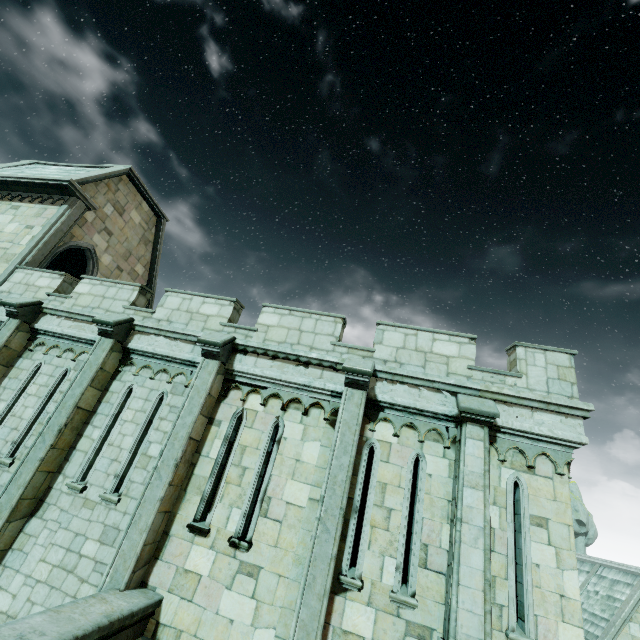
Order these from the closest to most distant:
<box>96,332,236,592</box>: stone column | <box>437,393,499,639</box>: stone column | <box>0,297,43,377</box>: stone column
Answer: <box>437,393,499,639</box>: stone column → <box>96,332,236,592</box>: stone column → <box>0,297,43,377</box>: stone column

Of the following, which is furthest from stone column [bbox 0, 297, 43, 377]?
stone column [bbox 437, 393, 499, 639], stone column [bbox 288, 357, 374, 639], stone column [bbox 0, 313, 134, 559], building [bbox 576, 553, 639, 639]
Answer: building [bbox 576, 553, 639, 639]

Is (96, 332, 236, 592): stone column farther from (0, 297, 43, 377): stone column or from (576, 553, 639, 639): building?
(576, 553, 639, 639): building

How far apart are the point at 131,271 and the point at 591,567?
35.8m

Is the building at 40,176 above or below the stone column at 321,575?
above

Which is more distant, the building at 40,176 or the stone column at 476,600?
Answer: the building at 40,176

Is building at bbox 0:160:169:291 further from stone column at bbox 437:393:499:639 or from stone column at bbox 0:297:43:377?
stone column at bbox 437:393:499:639

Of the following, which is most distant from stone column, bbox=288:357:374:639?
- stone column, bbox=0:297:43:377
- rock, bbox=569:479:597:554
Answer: rock, bbox=569:479:597:554
